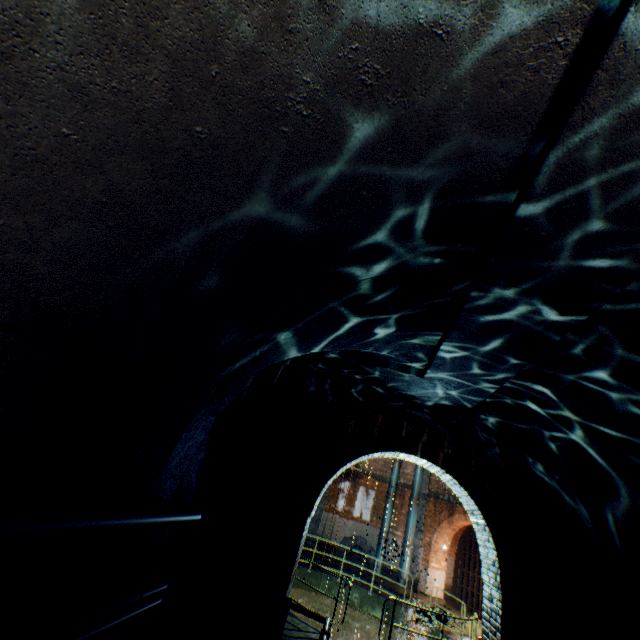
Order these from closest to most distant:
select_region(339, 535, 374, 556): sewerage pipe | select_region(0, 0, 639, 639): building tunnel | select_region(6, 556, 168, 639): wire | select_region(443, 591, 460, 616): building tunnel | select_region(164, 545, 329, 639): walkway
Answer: select_region(0, 0, 639, 639): building tunnel, select_region(6, 556, 168, 639): wire, select_region(164, 545, 329, 639): walkway, select_region(443, 591, 460, 616): building tunnel, select_region(339, 535, 374, 556): sewerage pipe

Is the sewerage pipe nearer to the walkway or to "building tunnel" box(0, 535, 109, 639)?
"building tunnel" box(0, 535, 109, 639)

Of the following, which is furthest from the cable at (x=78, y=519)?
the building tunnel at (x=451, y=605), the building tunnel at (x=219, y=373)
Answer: the building tunnel at (x=451, y=605)

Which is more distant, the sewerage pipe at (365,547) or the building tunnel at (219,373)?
the sewerage pipe at (365,547)

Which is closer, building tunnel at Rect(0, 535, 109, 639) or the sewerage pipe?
building tunnel at Rect(0, 535, 109, 639)

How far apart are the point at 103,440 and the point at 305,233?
1.54m

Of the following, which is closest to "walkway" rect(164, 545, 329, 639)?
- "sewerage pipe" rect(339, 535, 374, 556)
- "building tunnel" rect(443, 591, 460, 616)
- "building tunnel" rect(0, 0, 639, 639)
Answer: "building tunnel" rect(0, 0, 639, 639)
